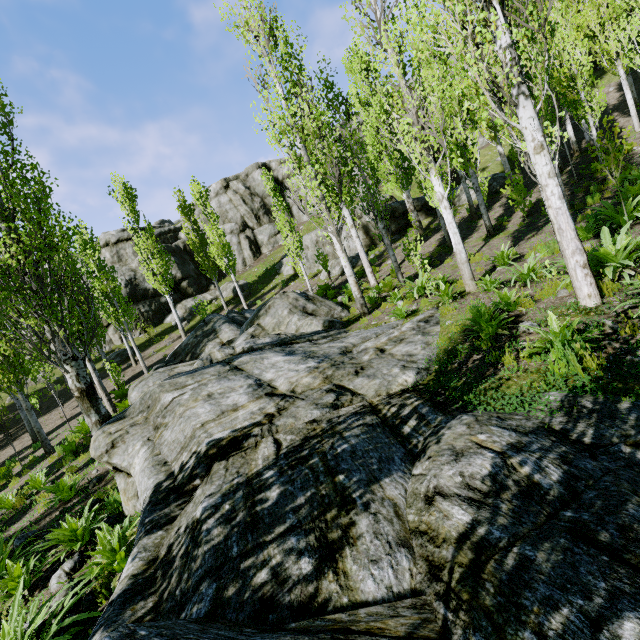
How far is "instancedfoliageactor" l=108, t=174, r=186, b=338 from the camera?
23.3m

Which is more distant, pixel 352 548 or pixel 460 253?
pixel 460 253

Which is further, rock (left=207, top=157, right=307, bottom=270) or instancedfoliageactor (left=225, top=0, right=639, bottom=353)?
rock (left=207, top=157, right=307, bottom=270)

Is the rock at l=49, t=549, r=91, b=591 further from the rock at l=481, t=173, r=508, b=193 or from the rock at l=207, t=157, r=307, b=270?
the rock at l=207, t=157, r=307, b=270

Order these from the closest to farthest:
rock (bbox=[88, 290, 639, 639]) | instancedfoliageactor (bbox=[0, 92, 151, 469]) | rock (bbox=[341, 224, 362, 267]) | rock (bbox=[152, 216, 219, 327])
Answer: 1. rock (bbox=[88, 290, 639, 639])
2. instancedfoliageactor (bbox=[0, 92, 151, 469])
3. rock (bbox=[341, 224, 362, 267])
4. rock (bbox=[152, 216, 219, 327])

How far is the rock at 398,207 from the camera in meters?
24.0

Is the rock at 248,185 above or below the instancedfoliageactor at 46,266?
above

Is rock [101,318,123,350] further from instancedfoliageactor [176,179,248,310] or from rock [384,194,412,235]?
rock [384,194,412,235]
